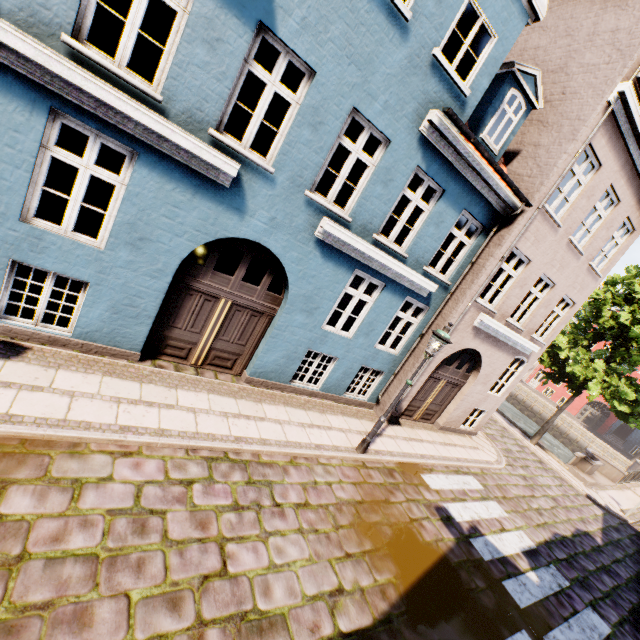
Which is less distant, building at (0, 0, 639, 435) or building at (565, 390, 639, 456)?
building at (0, 0, 639, 435)

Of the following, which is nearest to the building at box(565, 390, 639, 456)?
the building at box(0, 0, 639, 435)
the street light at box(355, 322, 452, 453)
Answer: the building at box(0, 0, 639, 435)

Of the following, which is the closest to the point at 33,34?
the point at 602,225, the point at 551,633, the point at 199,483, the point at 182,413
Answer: the point at 182,413

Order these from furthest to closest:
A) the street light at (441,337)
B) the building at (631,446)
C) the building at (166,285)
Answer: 1. the building at (631,446)
2. the street light at (441,337)
3. the building at (166,285)

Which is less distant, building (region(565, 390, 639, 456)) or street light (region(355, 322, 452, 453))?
→ street light (region(355, 322, 452, 453))

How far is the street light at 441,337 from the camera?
7.1m

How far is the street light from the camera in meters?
7.1 m

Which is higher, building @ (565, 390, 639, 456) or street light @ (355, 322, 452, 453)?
street light @ (355, 322, 452, 453)
